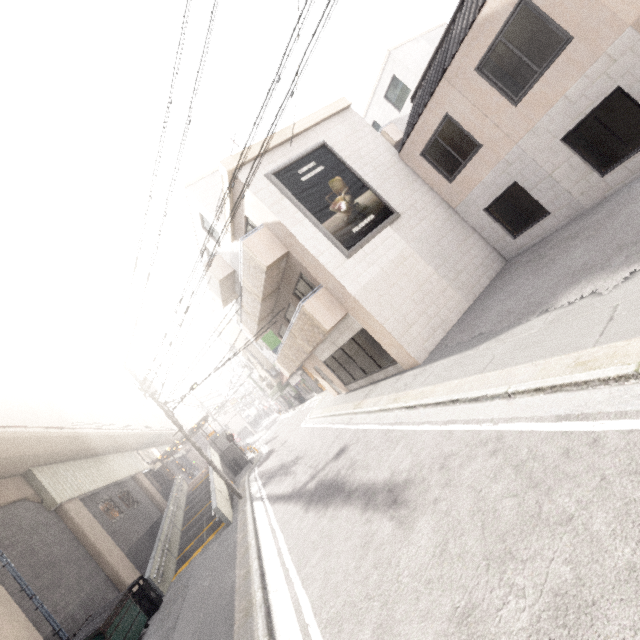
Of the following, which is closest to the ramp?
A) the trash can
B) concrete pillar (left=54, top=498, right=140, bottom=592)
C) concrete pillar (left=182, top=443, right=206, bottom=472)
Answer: the trash can

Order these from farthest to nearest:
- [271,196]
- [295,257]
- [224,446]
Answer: [224,446], [295,257], [271,196]

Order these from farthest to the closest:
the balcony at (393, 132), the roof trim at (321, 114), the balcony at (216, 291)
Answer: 1. the balcony at (393, 132)
2. the balcony at (216, 291)
3. the roof trim at (321, 114)

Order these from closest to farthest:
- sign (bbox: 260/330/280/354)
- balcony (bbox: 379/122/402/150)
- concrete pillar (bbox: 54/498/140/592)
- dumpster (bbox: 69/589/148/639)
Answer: dumpster (bbox: 69/589/148/639)
concrete pillar (bbox: 54/498/140/592)
balcony (bbox: 379/122/402/150)
sign (bbox: 260/330/280/354)

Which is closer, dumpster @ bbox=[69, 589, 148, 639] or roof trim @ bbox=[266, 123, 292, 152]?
dumpster @ bbox=[69, 589, 148, 639]

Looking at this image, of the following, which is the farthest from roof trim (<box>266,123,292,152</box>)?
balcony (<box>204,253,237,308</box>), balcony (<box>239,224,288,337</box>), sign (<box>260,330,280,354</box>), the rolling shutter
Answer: the rolling shutter

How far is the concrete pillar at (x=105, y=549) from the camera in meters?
12.4 m

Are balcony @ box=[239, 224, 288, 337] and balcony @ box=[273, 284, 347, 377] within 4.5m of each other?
yes
